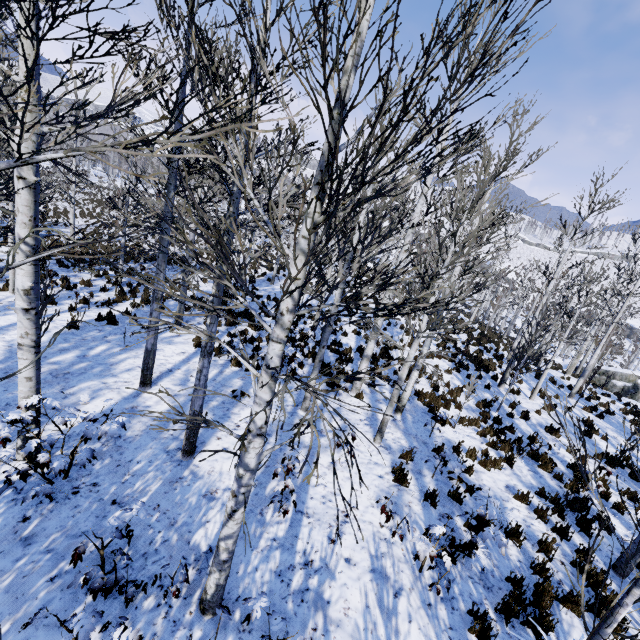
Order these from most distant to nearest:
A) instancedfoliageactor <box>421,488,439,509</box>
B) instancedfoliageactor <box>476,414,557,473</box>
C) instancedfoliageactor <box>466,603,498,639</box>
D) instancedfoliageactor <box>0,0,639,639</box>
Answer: instancedfoliageactor <box>476,414,557,473</box> → instancedfoliageactor <box>421,488,439,509</box> → instancedfoliageactor <box>466,603,498,639</box> → instancedfoliageactor <box>0,0,639,639</box>

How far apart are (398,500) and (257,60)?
6.8m

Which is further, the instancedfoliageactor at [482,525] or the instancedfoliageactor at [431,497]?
the instancedfoliageactor at [431,497]

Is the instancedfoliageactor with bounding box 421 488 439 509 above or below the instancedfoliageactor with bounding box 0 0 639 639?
below

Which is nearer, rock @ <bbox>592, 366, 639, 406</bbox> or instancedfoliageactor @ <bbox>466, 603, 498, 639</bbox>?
instancedfoliageactor @ <bbox>466, 603, 498, 639</bbox>

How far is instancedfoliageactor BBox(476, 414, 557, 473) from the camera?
8.1m
